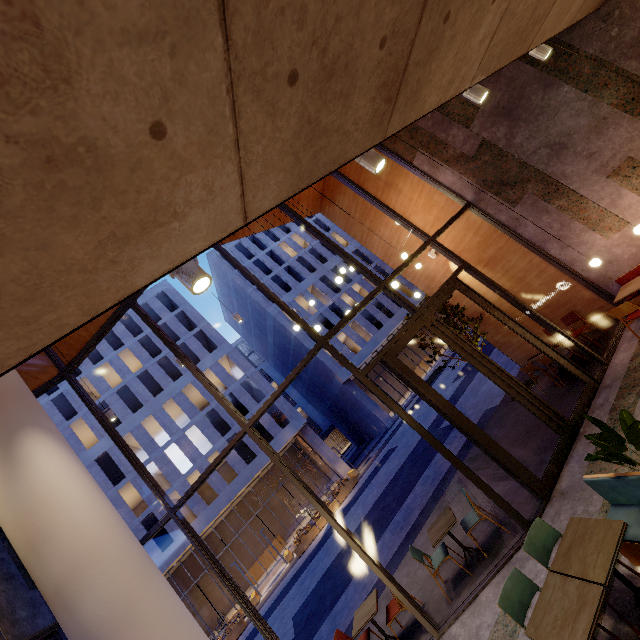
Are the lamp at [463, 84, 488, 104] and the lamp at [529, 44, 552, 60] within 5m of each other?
yes

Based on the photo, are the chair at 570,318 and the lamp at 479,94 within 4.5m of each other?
no

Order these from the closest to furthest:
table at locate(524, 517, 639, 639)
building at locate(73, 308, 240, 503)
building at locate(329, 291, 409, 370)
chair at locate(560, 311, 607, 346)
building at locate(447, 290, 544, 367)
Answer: table at locate(524, 517, 639, 639), chair at locate(560, 311, 607, 346), building at locate(447, 290, 544, 367), building at locate(73, 308, 240, 503), building at locate(329, 291, 409, 370)

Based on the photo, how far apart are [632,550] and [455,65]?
5.1m

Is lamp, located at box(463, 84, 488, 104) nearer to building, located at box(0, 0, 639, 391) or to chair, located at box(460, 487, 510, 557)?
building, located at box(0, 0, 639, 391)

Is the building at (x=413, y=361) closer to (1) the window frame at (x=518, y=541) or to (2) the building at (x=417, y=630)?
(2) the building at (x=417, y=630)

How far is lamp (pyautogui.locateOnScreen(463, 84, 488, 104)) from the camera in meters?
3.7

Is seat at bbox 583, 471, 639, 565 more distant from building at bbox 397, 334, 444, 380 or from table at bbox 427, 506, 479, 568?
building at bbox 397, 334, 444, 380
